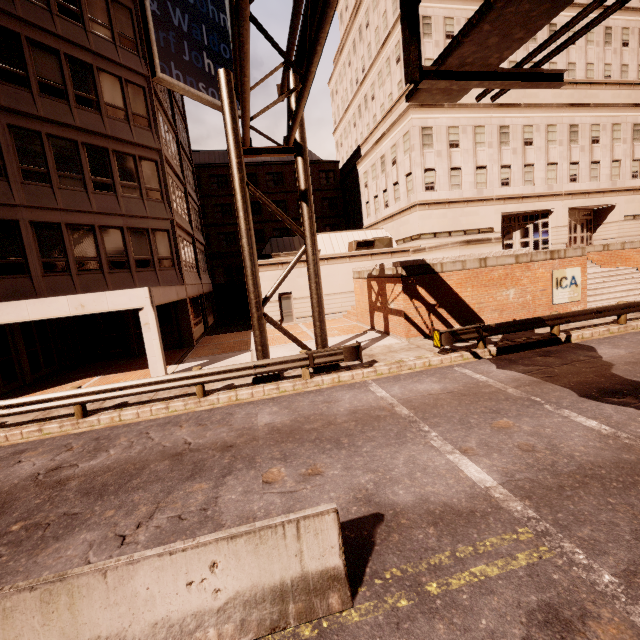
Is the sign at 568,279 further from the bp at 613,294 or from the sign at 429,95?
the sign at 429,95

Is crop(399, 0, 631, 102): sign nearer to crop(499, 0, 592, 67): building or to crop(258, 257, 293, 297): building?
crop(258, 257, 293, 297): building

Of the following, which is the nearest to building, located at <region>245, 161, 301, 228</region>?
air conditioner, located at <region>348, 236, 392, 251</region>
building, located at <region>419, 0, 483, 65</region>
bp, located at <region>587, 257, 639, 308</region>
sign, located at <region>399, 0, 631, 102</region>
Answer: air conditioner, located at <region>348, 236, 392, 251</region>

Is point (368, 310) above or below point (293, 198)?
below

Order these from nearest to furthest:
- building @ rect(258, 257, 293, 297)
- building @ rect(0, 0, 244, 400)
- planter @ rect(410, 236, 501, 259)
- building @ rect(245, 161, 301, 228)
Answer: building @ rect(0, 0, 244, 400), planter @ rect(410, 236, 501, 259), building @ rect(258, 257, 293, 297), building @ rect(245, 161, 301, 228)

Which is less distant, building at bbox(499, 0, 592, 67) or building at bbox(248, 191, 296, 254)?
building at bbox(499, 0, 592, 67)

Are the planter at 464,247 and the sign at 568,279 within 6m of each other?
yes

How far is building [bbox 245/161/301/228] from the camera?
40.91m
